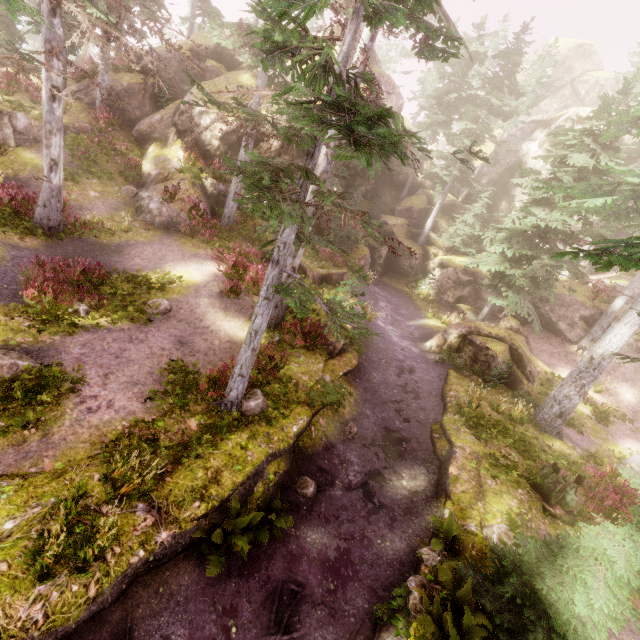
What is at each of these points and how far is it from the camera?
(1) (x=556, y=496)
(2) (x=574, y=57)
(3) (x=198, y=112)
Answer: (1) tree trunk, 9.5m
(2) rock, 43.8m
(3) rock, 19.3m

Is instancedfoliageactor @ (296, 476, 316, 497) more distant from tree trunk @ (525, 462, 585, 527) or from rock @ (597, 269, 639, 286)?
tree trunk @ (525, 462, 585, 527)

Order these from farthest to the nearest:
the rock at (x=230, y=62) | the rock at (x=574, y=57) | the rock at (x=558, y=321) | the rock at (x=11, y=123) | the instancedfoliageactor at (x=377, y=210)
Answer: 1. the rock at (x=574, y=57)
2. the rock at (x=558, y=321)
3. the rock at (x=230, y=62)
4. the rock at (x=11, y=123)
5. the instancedfoliageactor at (x=377, y=210)

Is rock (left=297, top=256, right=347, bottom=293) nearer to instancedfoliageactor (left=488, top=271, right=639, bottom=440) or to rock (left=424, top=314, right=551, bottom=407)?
instancedfoliageactor (left=488, top=271, right=639, bottom=440)

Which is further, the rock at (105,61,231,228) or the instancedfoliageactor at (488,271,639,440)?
the rock at (105,61,231,228)

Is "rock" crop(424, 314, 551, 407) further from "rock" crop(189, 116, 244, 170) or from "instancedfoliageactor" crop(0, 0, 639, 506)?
"rock" crop(189, 116, 244, 170)

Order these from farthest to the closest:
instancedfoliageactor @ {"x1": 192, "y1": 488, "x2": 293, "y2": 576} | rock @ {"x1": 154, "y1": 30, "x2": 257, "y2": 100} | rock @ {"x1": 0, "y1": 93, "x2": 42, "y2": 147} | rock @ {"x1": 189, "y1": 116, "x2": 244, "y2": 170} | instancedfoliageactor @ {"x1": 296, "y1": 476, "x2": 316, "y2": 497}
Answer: rock @ {"x1": 154, "y1": 30, "x2": 257, "y2": 100}
rock @ {"x1": 189, "y1": 116, "x2": 244, "y2": 170}
rock @ {"x1": 0, "y1": 93, "x2": 42, "y2": 147}
instancedfoliageactor @ {"x1": 296, "y1": 476, "x2": 316, "y2": 497}
instancedfoliageactor @ {"x1": 192, "y1": 488, "x2": 293, "y2": 576}

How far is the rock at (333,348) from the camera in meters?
13.3
